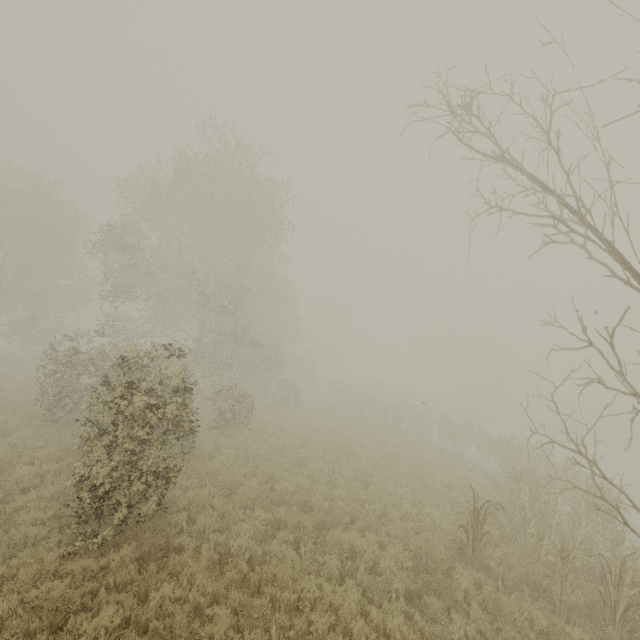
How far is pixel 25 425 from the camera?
13.2m

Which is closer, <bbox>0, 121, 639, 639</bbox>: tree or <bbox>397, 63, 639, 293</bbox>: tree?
<bbox>397, 63, 639, 293</bbox>: tree

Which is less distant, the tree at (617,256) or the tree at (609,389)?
the tree at (617,256)
